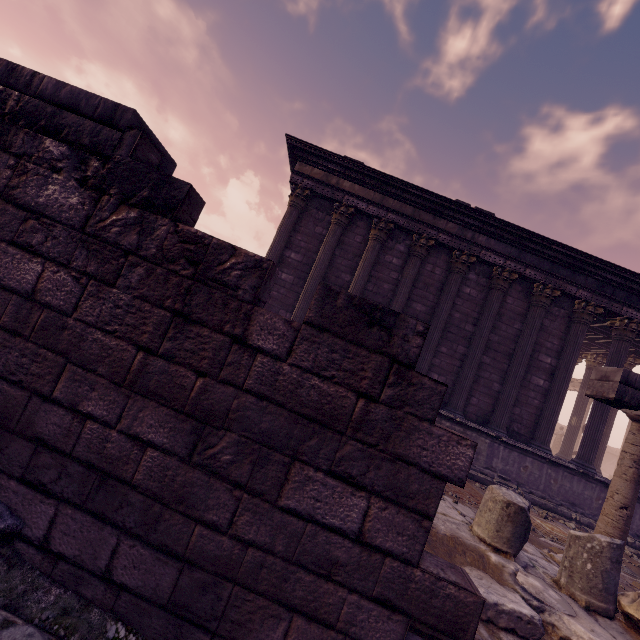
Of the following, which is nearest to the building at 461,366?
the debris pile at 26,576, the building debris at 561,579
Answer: the building debris at 561,579

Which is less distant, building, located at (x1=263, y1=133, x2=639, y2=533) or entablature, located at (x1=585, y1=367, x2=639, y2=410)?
entablature, located at (x1=585, y1=367, x2=639, y2=410)

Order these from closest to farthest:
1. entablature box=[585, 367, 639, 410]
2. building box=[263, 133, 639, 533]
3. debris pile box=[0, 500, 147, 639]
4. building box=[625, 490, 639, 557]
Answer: debris pile box=[0, 500, 147, 639] → entablature box=[585, 367, 639, 410] → building box=[625, 490, 639, 557] → building box=[263, 133, 639, 533]

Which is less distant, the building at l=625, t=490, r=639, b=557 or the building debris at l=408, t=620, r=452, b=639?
the building debris at l=408, t=620, r=452, b=639

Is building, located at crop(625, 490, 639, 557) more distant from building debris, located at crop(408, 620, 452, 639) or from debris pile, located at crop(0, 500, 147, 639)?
debris pile, located at crop(0, 500, 147, 639)

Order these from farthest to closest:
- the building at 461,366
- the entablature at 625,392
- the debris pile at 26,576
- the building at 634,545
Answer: the building at 461,366, the building at 634,545, the entablature at 625,392, the debris pile at 26,576

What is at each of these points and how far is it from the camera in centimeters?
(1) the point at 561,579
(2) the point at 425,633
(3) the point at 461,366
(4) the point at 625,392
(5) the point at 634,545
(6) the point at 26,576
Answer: (1) building debris, 321cm
(2) building debris, 215cm
(3) building, 1029cm
(4) entablature, 508cm
(5) building, 909cm
(6) debris pile, 168cm
